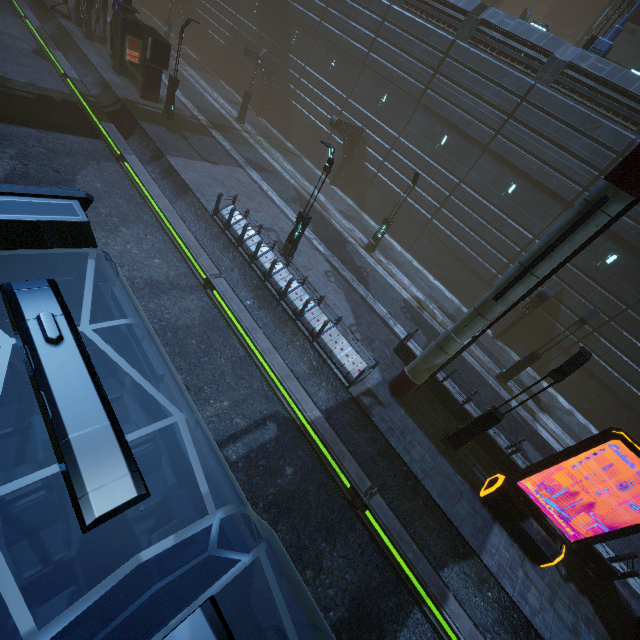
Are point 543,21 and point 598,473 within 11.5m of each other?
no

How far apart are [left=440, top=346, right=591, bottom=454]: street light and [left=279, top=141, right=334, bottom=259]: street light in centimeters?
1058cm

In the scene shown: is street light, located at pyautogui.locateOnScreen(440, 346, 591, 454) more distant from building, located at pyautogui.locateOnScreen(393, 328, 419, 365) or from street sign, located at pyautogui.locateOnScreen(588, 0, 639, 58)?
street sign, located at pyautogui.locateOnScreen(588, 0, 639, 58)

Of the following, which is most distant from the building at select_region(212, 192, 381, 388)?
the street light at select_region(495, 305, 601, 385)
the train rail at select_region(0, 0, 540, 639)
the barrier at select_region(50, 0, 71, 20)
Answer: the street light at select_region(495, 305, 601, 385)

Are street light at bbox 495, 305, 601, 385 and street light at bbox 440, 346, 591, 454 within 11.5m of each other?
A: yes

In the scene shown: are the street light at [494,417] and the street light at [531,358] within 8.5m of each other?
yes

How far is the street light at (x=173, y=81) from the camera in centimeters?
1858cm

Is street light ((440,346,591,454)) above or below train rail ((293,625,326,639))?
above
